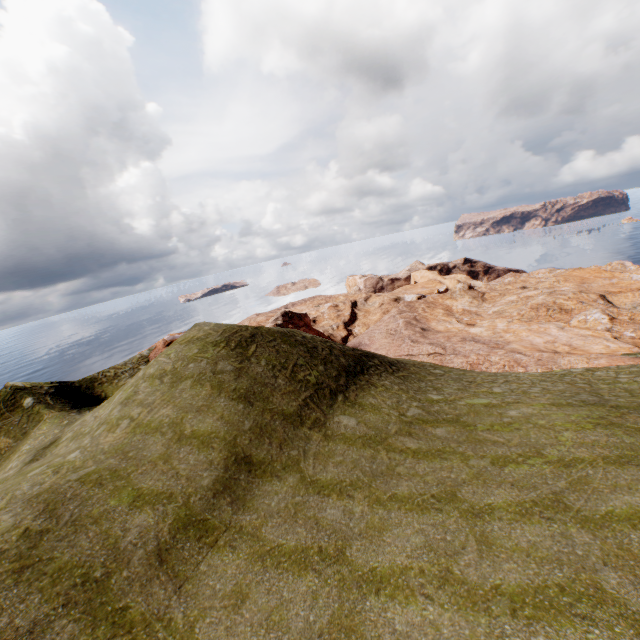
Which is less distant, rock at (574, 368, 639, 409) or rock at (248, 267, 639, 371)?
rock at (574, 368, 639, 409)

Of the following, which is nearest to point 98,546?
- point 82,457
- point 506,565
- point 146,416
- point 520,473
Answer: point 82,457

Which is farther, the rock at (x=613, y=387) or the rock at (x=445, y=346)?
the rock at (x=445, y=346)
